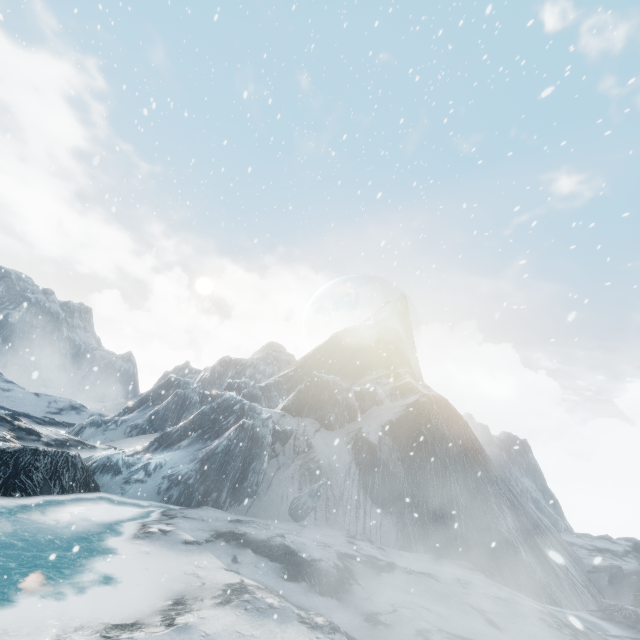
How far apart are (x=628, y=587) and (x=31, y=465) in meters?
33.8 m
